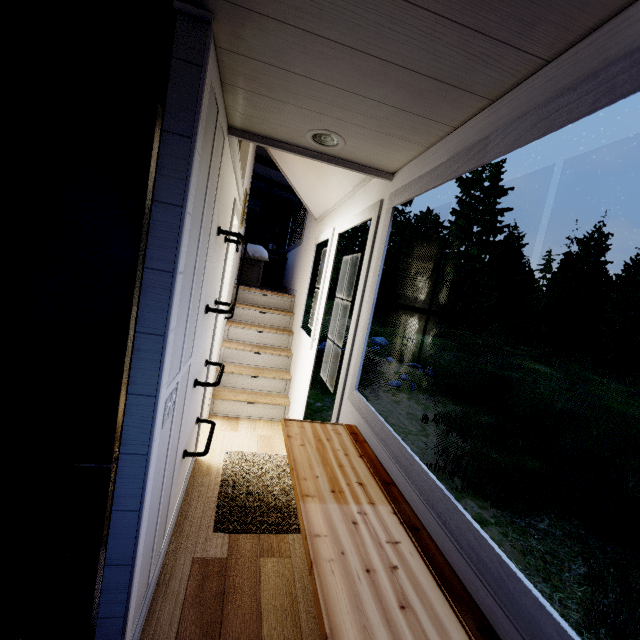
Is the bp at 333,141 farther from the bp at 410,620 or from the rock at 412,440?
the rock at 412,440

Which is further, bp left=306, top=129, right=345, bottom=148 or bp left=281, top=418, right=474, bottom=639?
bp left=306, top=129, right=345, bottom=148

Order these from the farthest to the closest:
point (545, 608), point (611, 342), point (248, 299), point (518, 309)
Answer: point (518, 309) → point (611, 342) → point (248, 299) → point (545, 608)

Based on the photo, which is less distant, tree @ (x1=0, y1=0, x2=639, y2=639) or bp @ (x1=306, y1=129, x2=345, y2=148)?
tree @ (x1=0, y1=0, x2=639, y2=639)

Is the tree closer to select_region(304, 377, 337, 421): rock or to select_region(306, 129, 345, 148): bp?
select_region(306, 129, 345, 148): bp

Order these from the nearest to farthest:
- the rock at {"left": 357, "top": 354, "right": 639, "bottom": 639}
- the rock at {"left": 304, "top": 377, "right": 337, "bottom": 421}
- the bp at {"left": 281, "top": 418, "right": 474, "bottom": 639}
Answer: the bp at {"left": 281, "top": 418, "right": 474, "bottom": 639}, the rock at {"left": 357, "top": 354, "right": 639, "bottom": 639}, the rock at {"left": 304, "top": 377, "right": 337, "bottom": 421}

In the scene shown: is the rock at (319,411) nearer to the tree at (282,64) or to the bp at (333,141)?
the tree at (282,64)
